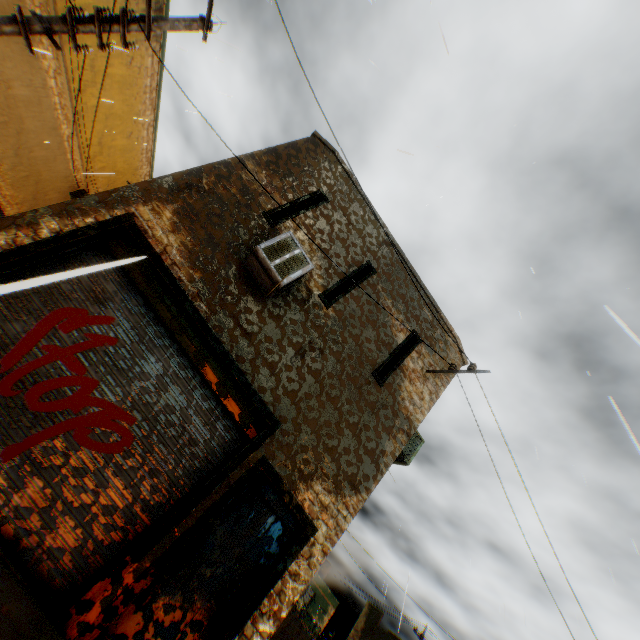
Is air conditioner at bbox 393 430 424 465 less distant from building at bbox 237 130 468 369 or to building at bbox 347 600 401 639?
building at bbox 237 130 468 369

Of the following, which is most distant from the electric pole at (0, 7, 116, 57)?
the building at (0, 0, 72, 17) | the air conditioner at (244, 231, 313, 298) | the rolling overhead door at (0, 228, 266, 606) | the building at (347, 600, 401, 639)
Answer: the building at (347, 600, 401, 639)

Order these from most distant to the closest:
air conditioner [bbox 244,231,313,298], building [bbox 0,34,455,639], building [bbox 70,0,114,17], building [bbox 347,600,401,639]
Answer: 1. building [bbox 347,600,401,639]
2. building [bbox 70,0,114,17]
3. air conditioner [bbox 244,231,313,298]
4. building [bbox 0,34,455,639]

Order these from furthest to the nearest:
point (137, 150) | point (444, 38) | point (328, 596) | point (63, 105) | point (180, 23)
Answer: point (328, 596), point (137, 150), point (63, 105), point (180, 23), point (444, 38)

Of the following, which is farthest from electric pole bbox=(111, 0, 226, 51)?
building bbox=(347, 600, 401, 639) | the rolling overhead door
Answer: building bbox=(347, 600, 401, 639)

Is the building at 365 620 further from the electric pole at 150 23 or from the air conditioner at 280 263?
the electric pole at 150 23

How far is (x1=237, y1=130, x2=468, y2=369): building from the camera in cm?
700

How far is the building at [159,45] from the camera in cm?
1367
